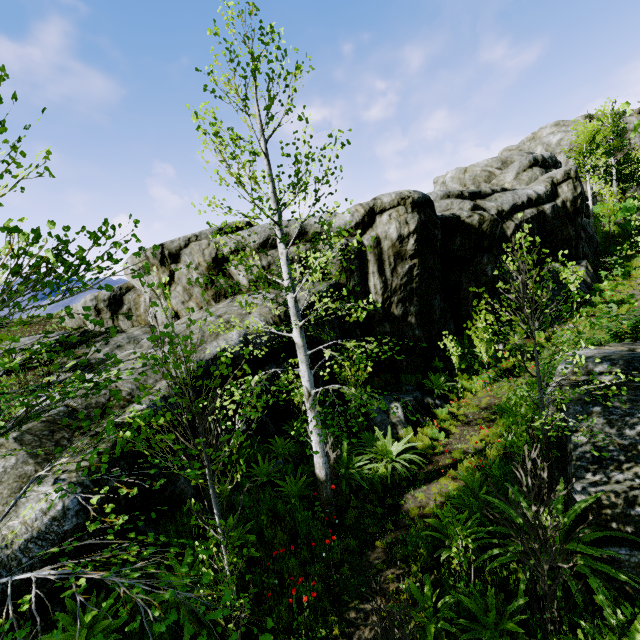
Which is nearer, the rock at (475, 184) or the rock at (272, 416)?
the rock at (272, 416)

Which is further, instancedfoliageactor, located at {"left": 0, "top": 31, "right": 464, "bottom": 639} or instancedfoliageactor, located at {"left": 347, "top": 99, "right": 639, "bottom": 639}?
instancedfoliageactor, located at {"left": 347, "top": 99, "right": 639, "bottom": 639}

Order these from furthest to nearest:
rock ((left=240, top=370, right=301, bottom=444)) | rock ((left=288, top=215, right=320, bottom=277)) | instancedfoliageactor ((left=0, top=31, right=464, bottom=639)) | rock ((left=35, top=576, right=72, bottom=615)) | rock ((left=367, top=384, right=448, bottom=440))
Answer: rock ((left=288, top=215, right=320, bottom=277)), rock ((left=367, top=384, right=448, bottom=440)), rock ((left=240, top=370, right=301, bottom=444)), rock ((left=35, top=576, right=72, bottom=615)), instancedfoliageactor ((left=0, top=31, right=464, bottom=639))

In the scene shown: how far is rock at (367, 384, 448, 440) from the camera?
10.10m

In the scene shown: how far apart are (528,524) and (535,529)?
0.53m

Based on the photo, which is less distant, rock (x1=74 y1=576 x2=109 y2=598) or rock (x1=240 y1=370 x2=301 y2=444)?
rock (x1=74 y1=576 x2=109 y2=598)
